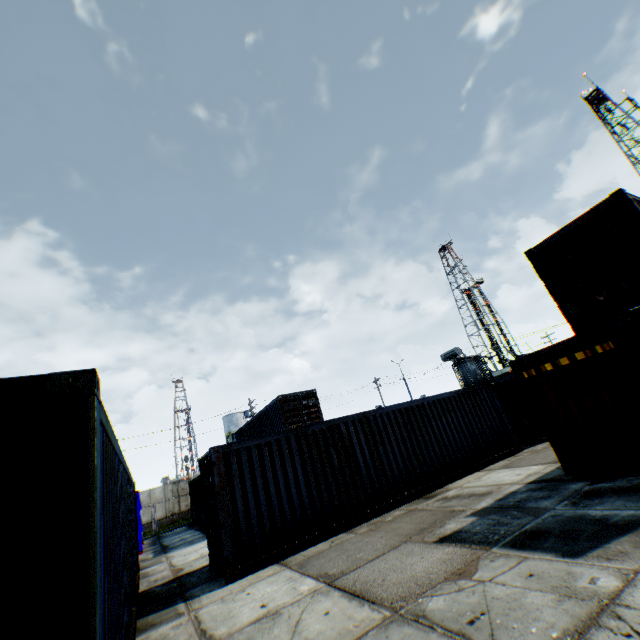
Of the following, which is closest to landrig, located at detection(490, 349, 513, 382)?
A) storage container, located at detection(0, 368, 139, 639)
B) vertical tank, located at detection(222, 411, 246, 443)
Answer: vertical tank, located at detection(222, 411, 246, 443)

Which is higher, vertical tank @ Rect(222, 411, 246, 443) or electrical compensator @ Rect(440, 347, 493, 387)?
vertical tank @ Rect(222, 411, 246, 443)

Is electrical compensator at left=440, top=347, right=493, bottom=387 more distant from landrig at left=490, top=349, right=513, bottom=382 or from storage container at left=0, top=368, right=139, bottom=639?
landrig at left=490, top=349, right=513, bottom=382

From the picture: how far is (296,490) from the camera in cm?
891

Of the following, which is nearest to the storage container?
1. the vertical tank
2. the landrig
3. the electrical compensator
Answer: the electrical compensator

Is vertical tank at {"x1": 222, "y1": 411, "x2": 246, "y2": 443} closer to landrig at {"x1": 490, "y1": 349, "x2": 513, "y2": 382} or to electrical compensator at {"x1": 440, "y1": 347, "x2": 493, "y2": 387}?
electrical compensator at {"x1": 440, "y1": 347, "x2": 493, "y2": 387}

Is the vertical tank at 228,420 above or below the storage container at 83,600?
above

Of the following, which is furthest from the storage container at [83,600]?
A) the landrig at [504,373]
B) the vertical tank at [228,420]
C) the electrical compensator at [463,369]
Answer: the landrig at [504,373]
